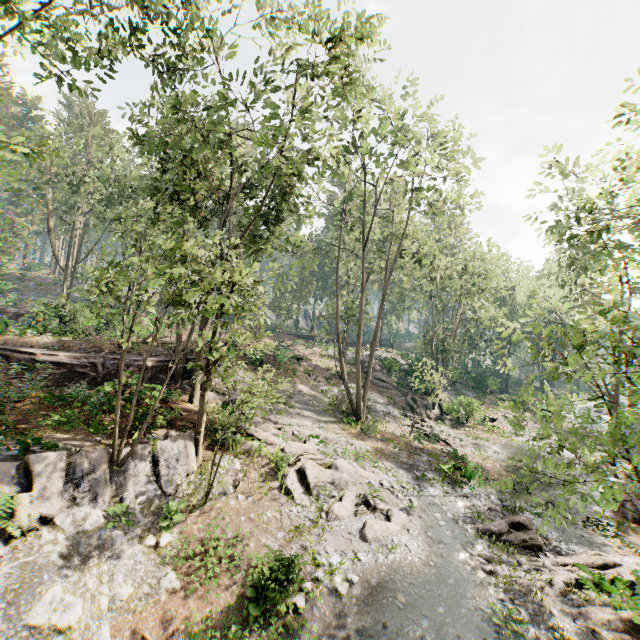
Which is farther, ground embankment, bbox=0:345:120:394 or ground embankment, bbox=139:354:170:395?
ground embankment, bbox=139:354:170:395

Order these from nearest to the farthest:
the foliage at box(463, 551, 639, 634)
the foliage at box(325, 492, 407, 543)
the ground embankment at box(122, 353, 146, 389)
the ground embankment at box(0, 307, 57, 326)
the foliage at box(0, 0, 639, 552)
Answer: the foliage at box(0, 0, 639, 552) < the foliage at box(463, 551, 639, 634) < the foliage at box(325, 492, 407, 543) < the ground embankment at box(122, 353, 146, 389) < the ground embankment at box(0, 307, 57, 326)

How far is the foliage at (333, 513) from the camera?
12.2 meters

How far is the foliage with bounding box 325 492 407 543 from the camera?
12.21m

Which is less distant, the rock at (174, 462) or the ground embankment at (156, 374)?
the rock at (174, 462)

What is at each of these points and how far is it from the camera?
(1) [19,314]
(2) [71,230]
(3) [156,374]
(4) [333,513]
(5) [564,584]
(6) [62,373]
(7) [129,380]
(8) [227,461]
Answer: (1) ground embankment, 31.1 meters
(2) foliage, 33.6 meters
(3) ground embankment, 21.9 meters
(4) foliage, 12.9 meters
(5) foliage, 10.9 meters
(6) ground embankment, 19.8 meters
(7) ground embankment, 13.7 meters
(8) rock, 14.7 meters

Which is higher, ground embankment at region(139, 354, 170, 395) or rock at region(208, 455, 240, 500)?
ground embankment at region(139, 354, 170, 395)

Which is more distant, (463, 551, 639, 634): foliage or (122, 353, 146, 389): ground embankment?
(122, 353, 146, 389): ground embankment
